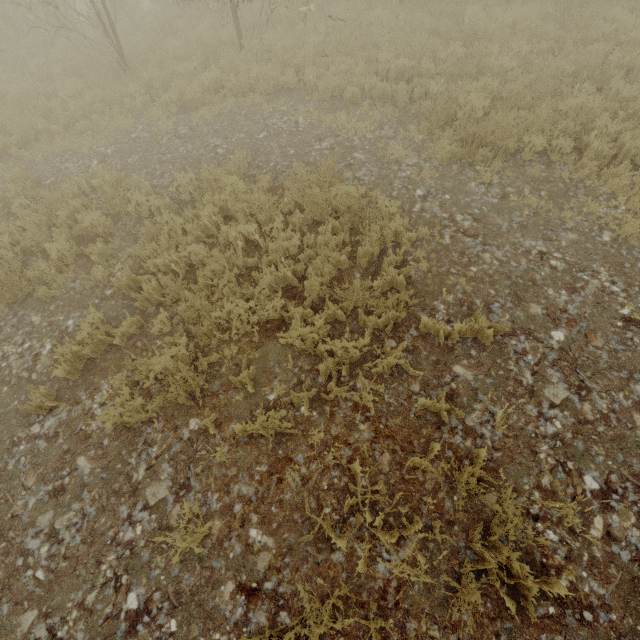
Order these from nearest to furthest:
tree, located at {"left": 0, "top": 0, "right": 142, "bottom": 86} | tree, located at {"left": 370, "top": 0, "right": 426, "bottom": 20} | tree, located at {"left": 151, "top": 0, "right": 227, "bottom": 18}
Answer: tree, located at {"left": 0, "top": 0, "right": 142, "bottom": 86} < tree, located at {"left": 370, "top": 0, "right": 426, "bottom": 20} < tree, located at {"left": 151, "top": 0, "right": 227, "bottom": 18}

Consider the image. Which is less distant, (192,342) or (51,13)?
(192,342)

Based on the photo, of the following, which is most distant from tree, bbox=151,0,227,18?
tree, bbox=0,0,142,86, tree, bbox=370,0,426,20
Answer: tree, bbox=370,0,426,20

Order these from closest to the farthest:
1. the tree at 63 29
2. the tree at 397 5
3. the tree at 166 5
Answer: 1. the tree at 63 29
2. the tree at 397 5
3. the tree at 166 5

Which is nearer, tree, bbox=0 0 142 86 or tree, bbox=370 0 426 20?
tree, bbox=0 0 142 86

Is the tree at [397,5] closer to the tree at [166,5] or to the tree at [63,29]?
the tree at [63,29]
